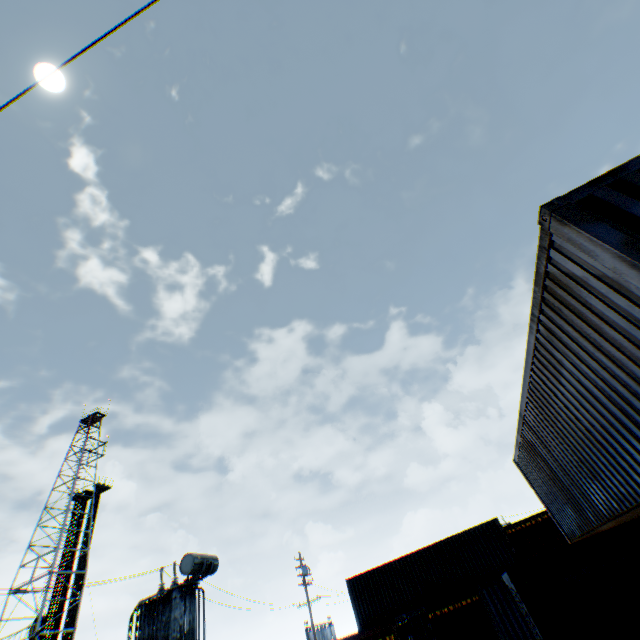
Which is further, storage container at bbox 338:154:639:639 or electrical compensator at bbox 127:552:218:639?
electrical compensator at bbox 127:552:218:639

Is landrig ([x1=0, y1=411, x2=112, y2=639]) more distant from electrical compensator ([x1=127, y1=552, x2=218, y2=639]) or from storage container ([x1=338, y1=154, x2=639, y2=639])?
storage container ([x1=338, y1=154, x2=639, y2=639])

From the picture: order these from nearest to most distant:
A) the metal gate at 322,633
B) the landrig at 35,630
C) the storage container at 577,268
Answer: the storage container at 577,268 < the landrig at 35,630 < the metal gate at 322,633

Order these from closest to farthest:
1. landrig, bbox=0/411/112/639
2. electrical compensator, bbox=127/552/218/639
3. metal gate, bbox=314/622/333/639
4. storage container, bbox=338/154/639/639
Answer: storage container, bbox=338/154/639/639 < electrical compensator, bbox=127/552/218/639 < landrig, bbox=0/411/112/639 < metal gate, bbox=314/622/333/639

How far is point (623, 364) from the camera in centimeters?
409cm

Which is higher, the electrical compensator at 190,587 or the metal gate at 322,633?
the electrical compensator at 190,587

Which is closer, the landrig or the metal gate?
the landrig

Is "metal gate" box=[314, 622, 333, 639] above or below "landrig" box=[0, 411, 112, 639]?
below
